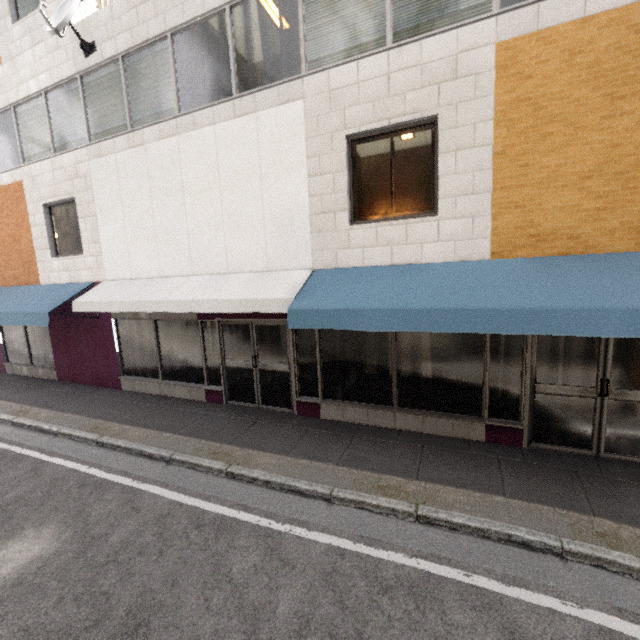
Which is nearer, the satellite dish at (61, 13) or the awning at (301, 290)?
the awning at (301, 290)

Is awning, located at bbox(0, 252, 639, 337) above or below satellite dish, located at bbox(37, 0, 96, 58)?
below

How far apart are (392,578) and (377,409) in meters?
3.0

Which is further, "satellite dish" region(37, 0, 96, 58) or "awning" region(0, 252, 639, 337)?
"satellite dish" region(37, 0, 96, 58)

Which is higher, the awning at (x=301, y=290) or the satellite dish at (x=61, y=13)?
the satellite dish at (x=61, y=13)
